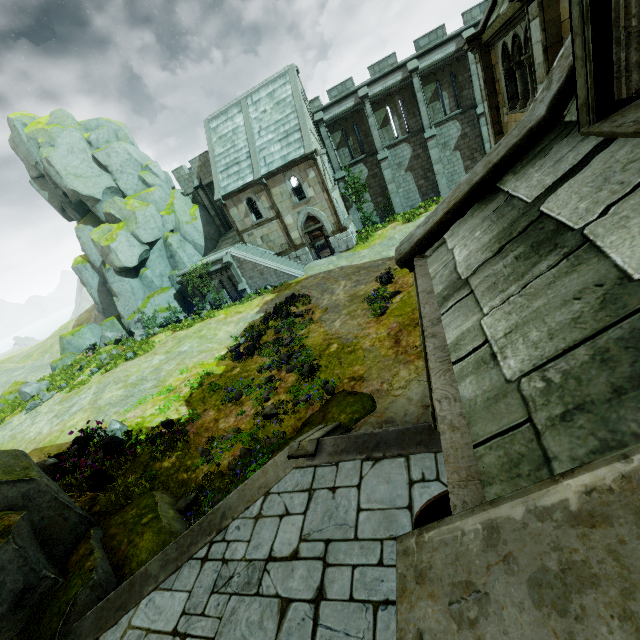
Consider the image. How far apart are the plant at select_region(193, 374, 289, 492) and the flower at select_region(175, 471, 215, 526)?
1.3m

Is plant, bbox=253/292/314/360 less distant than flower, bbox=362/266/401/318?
No

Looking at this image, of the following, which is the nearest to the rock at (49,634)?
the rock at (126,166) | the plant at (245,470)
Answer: the plant at (245,470)

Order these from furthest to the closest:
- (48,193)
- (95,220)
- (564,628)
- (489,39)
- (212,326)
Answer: (48,193) → (95,220) → (212,326) → (489,39) → (564,628)

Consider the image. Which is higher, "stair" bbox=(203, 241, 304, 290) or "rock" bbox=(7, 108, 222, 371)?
"rock" bbox=(7, 108, 222, 371)

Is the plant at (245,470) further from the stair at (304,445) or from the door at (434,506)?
the door at (434,506)

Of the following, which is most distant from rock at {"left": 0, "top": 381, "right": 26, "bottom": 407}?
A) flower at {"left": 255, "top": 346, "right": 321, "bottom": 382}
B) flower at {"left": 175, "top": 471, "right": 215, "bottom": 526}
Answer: flower at {"left": 175, "top": 471, "right": 215, "bottom": 526}

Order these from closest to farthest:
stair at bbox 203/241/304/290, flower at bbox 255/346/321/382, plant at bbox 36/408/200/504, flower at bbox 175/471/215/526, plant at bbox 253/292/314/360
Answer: flower at bbox 175/471/215/526
plant at bbox 36/408/200/504
flower at bbox 255/346/321/382
plant at bbox 253/292/314/360
stair at bbox 203/241/304/290
